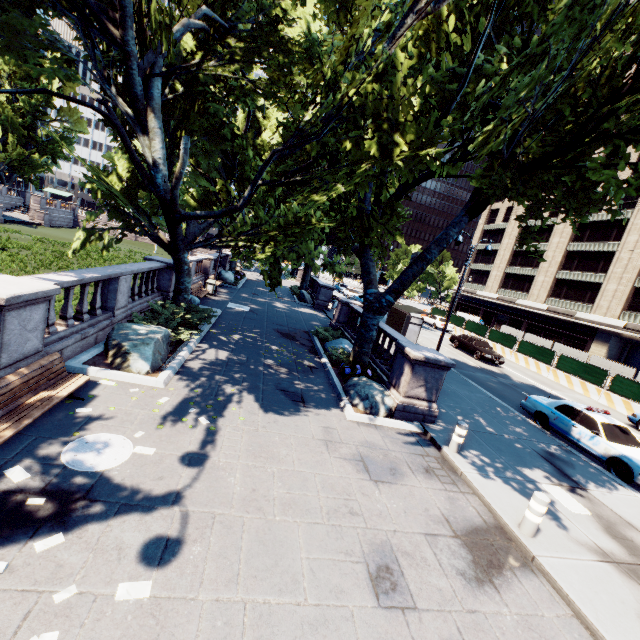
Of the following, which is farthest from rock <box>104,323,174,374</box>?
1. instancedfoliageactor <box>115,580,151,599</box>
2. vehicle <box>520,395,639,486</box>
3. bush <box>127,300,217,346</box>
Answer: vehicle <box>520,395,639,486</box>

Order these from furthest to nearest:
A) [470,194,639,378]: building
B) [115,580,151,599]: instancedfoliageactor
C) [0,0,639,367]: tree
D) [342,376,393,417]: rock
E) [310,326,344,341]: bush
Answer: [470,194,639,378]: building < [310,326,344,341]: bush < [342,376,393,417]: rock < [0,0,639,367]: tree < [115,580,151,599]: instancedfoliageactor

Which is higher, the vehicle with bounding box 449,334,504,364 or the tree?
the tree

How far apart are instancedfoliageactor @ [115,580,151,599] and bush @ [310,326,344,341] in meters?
12.9

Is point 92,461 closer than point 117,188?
Yes

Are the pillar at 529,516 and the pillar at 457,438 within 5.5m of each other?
yes

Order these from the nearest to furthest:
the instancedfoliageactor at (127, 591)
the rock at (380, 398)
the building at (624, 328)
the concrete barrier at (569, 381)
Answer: the instancedfoliageactor at (127, 591) → the rock at (380, 398) → the concrete barrier at (569, 381) → the building at (624, 328)

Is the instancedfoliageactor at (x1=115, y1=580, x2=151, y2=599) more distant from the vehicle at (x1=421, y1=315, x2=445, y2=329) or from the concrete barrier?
the vehicle at (x1=421, y1=315, x2=445, y2=329)
